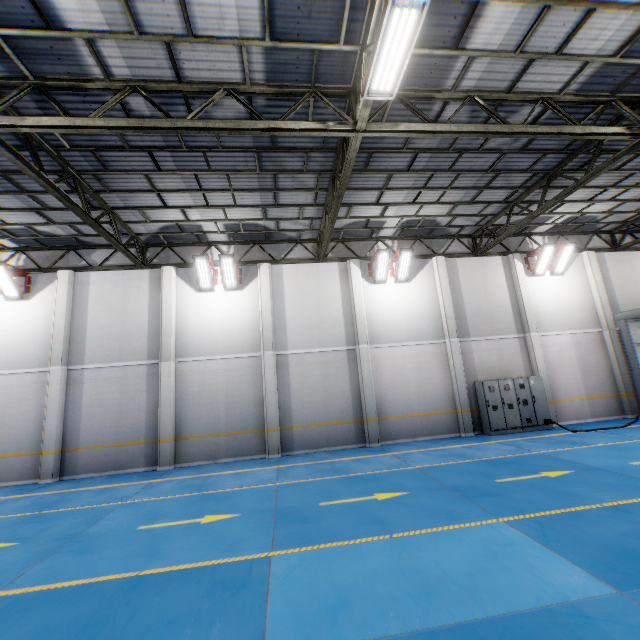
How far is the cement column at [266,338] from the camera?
12.48m

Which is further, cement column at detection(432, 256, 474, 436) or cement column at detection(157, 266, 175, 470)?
cement column at detection(432, 256, 474, 436)

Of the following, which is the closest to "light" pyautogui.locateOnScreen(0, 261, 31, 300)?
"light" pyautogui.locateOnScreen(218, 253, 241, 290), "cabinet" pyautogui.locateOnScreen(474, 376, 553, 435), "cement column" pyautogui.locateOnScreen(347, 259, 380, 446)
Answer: "light" pyautogui.locateOnScreen(218, 253, 241, 290)

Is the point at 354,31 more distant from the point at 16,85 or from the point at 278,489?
the point at 278,489

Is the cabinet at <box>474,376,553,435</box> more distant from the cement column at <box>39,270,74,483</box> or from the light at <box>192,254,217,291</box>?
the cement column at <box>39,270,74,483</box>

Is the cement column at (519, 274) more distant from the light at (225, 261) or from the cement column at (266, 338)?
the light at (225, 261)

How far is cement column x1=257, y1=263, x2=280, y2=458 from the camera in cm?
1248

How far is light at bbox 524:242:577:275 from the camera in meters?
14.7
